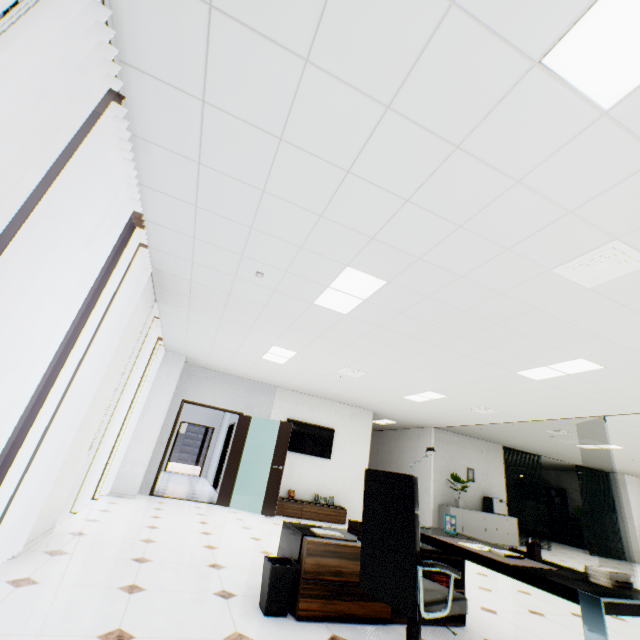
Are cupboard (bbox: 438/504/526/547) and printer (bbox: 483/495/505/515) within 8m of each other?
yes

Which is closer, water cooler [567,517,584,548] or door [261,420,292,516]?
door [261,420,292,516]

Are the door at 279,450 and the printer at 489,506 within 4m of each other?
no

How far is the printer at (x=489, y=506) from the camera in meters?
9.9

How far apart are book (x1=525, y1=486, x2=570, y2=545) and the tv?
12.8 meters

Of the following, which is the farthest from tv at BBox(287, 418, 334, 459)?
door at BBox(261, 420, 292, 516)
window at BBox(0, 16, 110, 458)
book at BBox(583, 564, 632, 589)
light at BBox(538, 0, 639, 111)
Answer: light at BBox(538, 0, 639, 111)

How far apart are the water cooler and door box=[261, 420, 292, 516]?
14.4 meters

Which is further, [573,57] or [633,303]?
[633,303]
